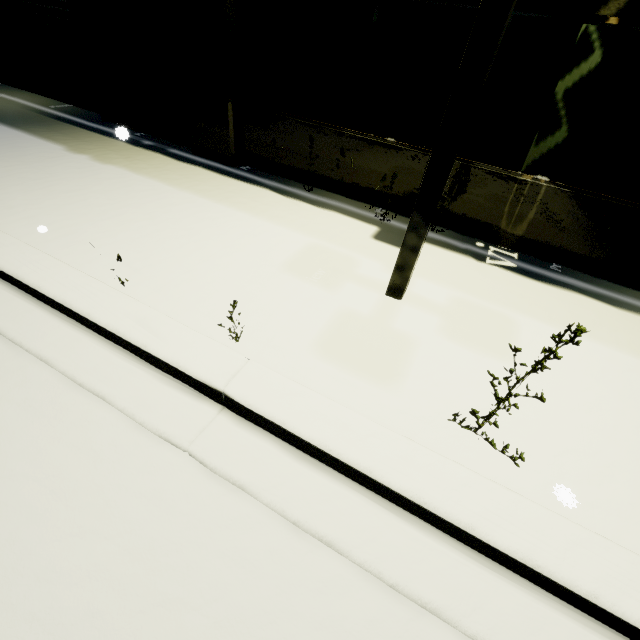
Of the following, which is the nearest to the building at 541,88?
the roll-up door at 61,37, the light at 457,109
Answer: the roll-up door at 61,37

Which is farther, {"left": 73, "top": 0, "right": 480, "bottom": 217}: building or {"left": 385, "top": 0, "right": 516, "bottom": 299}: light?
{"left": 73, "top": 0, "right": 480, "bottom": 217}: building

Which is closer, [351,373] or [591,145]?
[351,373]

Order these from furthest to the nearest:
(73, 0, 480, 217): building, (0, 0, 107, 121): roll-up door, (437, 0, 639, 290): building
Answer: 1. (0, 0, 107, 121): roll-up door
2. (73, 0, 480, 217): building
3. (437, 0, 639, 290): building

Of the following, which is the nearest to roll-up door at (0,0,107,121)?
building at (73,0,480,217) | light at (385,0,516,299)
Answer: building at (73,0,480,217)
